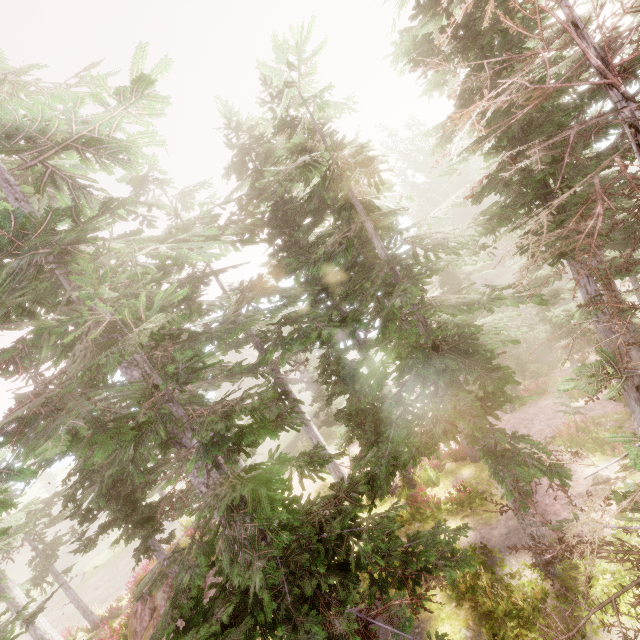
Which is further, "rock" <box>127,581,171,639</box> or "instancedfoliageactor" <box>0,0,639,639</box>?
"rock" <box>127,581,171,639</box>

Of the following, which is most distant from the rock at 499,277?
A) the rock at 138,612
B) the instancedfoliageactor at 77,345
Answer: the rock at 138,612

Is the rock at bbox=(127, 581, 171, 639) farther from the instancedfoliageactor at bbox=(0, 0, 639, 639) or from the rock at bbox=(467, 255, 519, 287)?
the rock at bbox=(467, 255, 519, 287)

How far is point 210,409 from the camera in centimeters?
541cm

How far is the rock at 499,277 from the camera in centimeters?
3800cm

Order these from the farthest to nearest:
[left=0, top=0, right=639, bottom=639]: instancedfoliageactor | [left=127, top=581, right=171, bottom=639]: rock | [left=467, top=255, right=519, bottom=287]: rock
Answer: [left=467, top=255, right=519, bottom=287]: rock, [left=127, top=581, right=171, bottom=639]: rock, [left=0, top=0, right=639, bottom=639]: instancedfoliageactor

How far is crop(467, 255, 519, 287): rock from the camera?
38.0m
